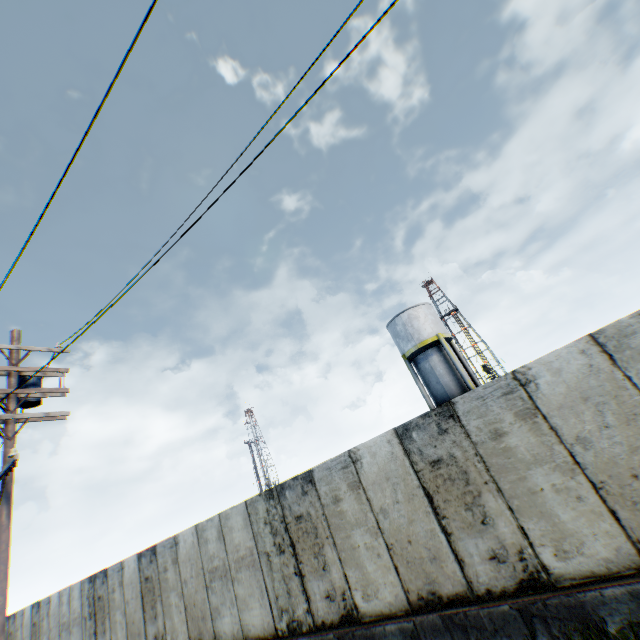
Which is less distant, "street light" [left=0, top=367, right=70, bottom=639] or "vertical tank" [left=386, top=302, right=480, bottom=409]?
"street light" [left=0, top=367, right=70, bottom=639]

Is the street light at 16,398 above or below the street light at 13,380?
below

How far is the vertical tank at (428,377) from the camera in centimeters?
2294cm

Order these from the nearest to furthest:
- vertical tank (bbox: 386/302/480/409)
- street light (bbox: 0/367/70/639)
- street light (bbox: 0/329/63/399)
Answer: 1. street light (bbox: 0/367/70/639)
2. street light (bbox: 0/329/63/399)
3. vertical tank (bbox: 386/302/480/409)

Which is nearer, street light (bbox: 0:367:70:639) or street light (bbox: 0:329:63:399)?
street light (bbox: 0:367:70:639)

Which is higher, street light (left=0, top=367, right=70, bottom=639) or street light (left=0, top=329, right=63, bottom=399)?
street light (left=0, top=329, right=63, bottom=399)

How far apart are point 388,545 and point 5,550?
7.8 meters
